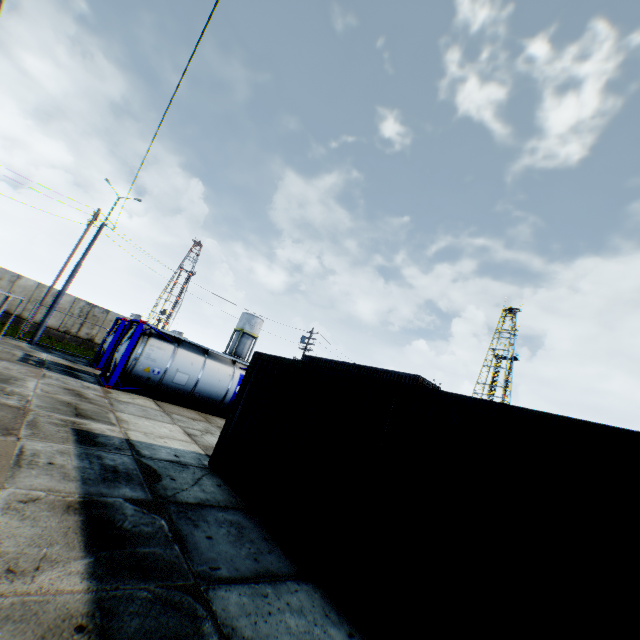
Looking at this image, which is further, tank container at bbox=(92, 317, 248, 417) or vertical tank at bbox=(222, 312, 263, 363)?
vertical tank at bbox=(222, 312, 263, 363)

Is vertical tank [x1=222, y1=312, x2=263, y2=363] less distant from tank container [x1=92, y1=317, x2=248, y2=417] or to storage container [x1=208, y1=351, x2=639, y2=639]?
tank container [x1=92, y1=317, x2=248, y2=417]

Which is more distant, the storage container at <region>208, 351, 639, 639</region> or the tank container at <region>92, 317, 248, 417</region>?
the tank container at <region>92, 317, 248, 417</region>

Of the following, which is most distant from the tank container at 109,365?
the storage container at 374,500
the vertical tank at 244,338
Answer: the vertical tank at 244,338

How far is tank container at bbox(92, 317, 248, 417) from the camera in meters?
13.6

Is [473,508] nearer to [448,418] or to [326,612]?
[448,418]

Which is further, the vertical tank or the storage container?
the vertical tank
